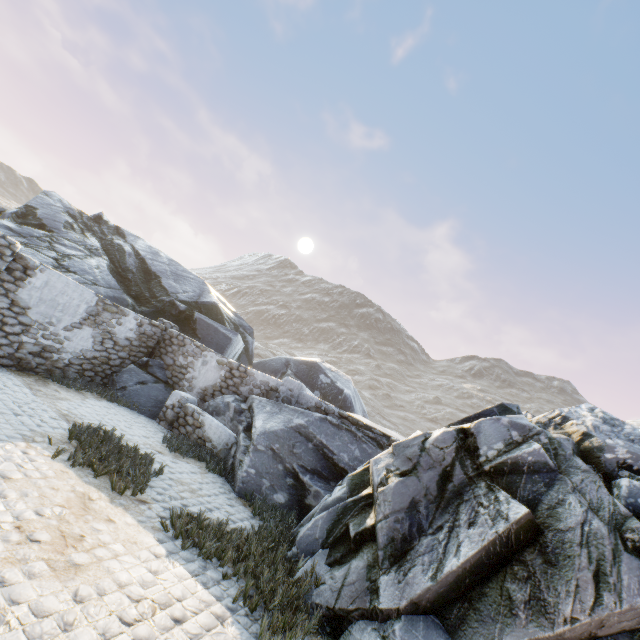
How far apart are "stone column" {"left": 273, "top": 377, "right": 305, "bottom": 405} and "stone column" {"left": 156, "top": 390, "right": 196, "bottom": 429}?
2.7m

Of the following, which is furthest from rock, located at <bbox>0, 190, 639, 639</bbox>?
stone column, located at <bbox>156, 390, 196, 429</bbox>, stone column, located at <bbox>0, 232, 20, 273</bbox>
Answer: stone column, located at <bbox>0, 232, 20, 273</bbox>

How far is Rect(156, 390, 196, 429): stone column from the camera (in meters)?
10.68

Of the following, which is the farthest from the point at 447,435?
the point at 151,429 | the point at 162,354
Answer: the point at 162,354

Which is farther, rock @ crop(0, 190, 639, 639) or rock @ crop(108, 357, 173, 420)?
rock @ crop(108, 357, 173, 420)

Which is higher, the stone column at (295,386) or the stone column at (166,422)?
the stone column at (295,386)

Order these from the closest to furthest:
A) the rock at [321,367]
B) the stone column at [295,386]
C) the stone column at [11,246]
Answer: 1. the rock at [321,367]
2. the stone column at [11,246]
3. the stone column at [295,386]

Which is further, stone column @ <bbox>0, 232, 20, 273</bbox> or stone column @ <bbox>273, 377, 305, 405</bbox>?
stone column @ <bbox>273, 377, 305, 405</bbox>
